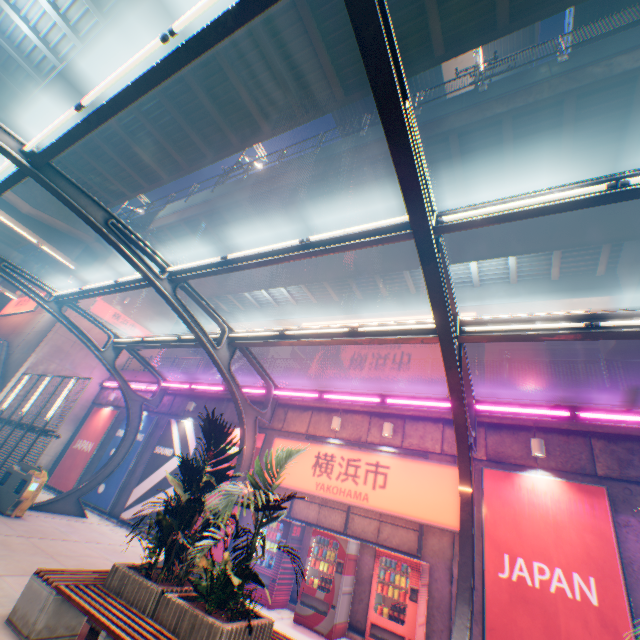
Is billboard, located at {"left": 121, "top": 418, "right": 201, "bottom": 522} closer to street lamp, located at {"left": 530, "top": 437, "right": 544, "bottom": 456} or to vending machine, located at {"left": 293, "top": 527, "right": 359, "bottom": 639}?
vending machine, located at {"left": 293, "top": 527, "right": 359, "bottom": 639}

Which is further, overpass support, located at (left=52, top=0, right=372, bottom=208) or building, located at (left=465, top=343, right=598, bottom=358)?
building, located at (left=465, top=343, right=598, bottom=358)

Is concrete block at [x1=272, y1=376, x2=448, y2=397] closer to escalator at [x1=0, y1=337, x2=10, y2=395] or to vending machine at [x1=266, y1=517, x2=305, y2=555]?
vending machine at [x1=266, y1=517, x2=305, y2=555]

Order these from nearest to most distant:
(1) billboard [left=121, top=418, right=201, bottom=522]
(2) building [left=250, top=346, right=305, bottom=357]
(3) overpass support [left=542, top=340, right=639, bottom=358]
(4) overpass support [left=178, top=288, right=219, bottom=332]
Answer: (1) billboard [left=121, top=418, right=201, bottom=522], (3) overpass support [left=542, top=340, right=639, bottom=358], (4) overpass support [left=178, top=288, right=219, bottom=332], (2) building [left=250, top=346, right=305, bottom=357]

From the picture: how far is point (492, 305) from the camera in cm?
1698

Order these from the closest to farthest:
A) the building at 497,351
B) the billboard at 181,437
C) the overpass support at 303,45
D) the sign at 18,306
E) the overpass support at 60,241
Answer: the overpass support at 303,45 < the billboard at 181,437 < the overpass support at 60,241 < the sign at 18,306 < the building at 497,351

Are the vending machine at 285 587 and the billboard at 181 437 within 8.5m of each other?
yes

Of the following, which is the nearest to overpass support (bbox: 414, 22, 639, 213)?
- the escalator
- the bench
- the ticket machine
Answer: the escalator
